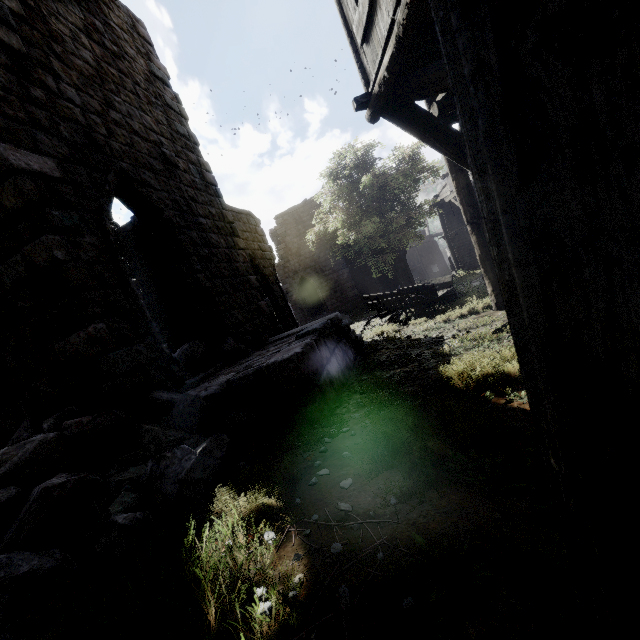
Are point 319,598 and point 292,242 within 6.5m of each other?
no

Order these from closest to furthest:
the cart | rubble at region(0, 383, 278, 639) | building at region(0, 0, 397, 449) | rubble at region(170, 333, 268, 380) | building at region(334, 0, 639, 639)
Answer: building at region(334, 0, 639, 639), rubble at region(0, 383, 278, 639), building at region(0, 0, 397, 449), rubble at region(170, 333, 268, 380), the cart

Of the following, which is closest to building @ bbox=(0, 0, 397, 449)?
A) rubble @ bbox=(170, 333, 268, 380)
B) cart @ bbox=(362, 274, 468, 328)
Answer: rubble @ bbox=(170, 333, 268, 380)

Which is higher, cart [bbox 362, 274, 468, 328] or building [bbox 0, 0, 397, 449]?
building [bbox 0, 0, 397, 449]

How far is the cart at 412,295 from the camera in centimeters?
1155cm

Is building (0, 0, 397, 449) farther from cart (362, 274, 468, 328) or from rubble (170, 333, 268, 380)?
cart (362, 274, 468, 328)

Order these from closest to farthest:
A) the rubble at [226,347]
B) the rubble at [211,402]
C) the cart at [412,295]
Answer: the rubble at [211,402], the rubble at [226,347], the cart at [412,295]

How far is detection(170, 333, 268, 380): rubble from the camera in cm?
634
